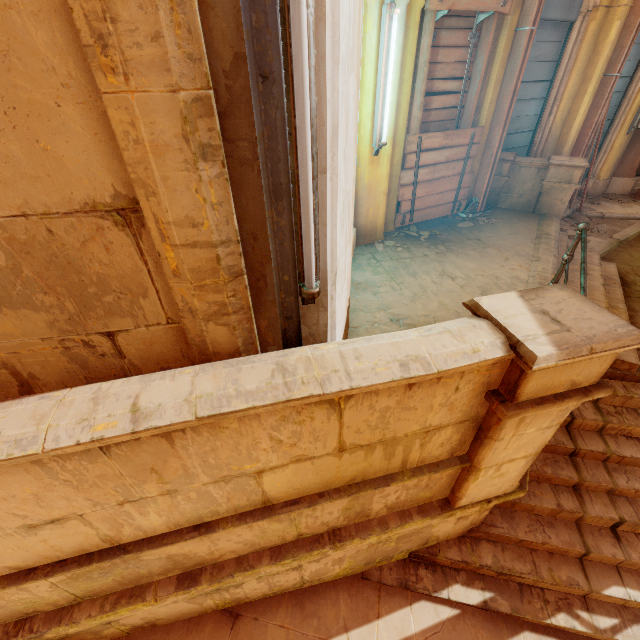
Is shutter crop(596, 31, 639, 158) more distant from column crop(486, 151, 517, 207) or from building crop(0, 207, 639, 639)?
building crop(0, 207, 639, 639)

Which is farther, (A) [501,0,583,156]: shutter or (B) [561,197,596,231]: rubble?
(B) [561,197,596,231]: rubble

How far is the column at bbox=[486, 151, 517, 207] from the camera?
6.23m

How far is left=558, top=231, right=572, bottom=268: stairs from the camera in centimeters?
519cm

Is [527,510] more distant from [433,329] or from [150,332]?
[150,332]

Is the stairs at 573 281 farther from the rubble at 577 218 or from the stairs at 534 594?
the rubble at 577 218

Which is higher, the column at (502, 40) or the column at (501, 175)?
the column at (502, 40)

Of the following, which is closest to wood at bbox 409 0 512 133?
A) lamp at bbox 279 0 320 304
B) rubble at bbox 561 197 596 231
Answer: rubble at bbox 561 197 596 231
